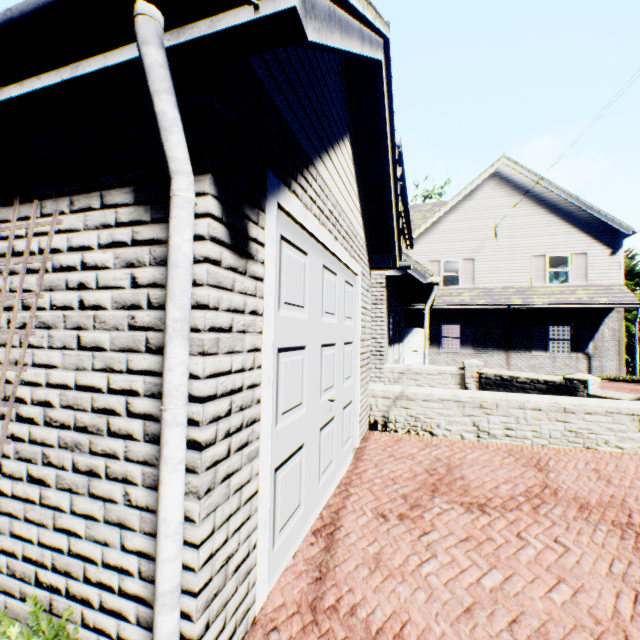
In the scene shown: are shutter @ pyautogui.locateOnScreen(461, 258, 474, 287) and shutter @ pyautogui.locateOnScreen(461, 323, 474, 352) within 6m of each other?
yes

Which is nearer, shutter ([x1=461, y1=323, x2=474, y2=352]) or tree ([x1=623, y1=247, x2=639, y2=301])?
shutter ([x1=461, y1=323, x2=474, y2=352])

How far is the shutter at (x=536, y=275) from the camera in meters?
16.2 m

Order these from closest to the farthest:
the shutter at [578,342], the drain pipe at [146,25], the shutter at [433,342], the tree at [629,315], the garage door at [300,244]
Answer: the drain pipe at [146,25]
the garage door at [300,244]
the shutter at [578,342]
the shutter at [433,342]
the tree at [629,315]

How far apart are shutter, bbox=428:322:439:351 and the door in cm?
141

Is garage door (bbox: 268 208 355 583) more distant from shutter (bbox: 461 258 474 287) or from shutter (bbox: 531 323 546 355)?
shutter (bbox: 531 323 546 355)

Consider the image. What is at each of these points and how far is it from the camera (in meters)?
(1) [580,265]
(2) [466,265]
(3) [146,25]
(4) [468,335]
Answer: (1) shutter, 15.77
(2) shutter, 17.38
(3) drain pipe, 1.34
(4) shutter, 17.19

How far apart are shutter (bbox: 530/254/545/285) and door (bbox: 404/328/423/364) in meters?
5.8
